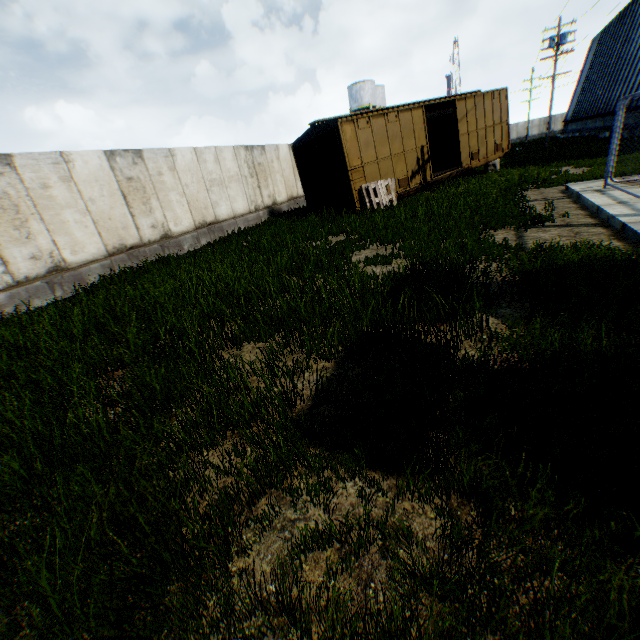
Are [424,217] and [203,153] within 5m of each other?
no

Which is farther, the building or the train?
the building

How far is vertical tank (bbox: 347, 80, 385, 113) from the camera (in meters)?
47.09

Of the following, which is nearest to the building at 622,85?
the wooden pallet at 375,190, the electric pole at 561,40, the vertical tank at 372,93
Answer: the electric pole at 561,40

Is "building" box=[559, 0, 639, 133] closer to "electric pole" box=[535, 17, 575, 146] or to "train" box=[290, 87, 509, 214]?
"electric pole" box=[535, 17, 575, 146]

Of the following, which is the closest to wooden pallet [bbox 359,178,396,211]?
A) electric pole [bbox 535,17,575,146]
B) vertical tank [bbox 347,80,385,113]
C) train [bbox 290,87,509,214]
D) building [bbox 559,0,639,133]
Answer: train [bbox 290,87,509,214]

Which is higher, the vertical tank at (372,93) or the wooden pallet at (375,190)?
the vertical tank at (372,93)

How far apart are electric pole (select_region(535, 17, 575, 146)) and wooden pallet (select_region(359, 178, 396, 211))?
26.7 meters
